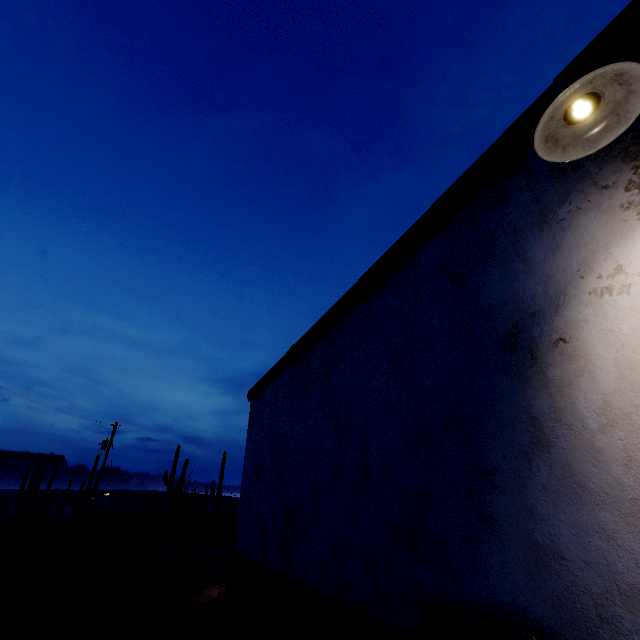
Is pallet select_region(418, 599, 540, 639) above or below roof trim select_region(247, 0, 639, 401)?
below

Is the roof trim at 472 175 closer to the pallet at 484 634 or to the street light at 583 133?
the street light at 583 133

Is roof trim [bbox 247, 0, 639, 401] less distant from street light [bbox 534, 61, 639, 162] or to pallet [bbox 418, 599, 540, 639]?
street light [bbox 534, 61, 639, 162]

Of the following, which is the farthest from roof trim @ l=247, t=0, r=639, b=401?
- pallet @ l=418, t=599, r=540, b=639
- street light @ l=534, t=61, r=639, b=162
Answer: pallet @ l=418, t=599, r=540, b=639

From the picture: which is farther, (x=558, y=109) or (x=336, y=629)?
(x=336, y=629)
